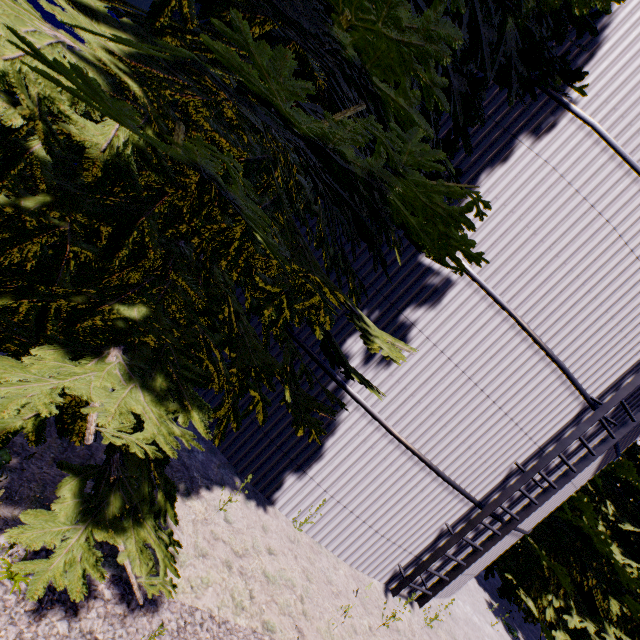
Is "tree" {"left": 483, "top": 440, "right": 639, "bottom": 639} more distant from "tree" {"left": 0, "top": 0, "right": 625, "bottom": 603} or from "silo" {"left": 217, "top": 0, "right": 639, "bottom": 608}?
"tree" {"left": 0, "top": 0, "right": 625, "bottom": 603}

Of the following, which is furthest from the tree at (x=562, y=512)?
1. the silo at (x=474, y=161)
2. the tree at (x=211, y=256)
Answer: the tree at (x=211, y=256)

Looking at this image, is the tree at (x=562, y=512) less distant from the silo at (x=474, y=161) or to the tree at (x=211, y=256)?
the silo at (x=474, y=161)

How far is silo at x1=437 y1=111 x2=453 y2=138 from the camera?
5.9 meters

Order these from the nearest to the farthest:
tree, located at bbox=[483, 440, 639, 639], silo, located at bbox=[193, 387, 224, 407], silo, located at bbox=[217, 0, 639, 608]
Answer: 1. silo, located at bbox=[217, 0, 639, 608]
2. silo, located at bbox=[193, 387, 224, 407]
3. tree, located at bbox=[483, 440, 639, 639]

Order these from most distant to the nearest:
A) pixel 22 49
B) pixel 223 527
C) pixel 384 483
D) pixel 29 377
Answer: pixel 384 483 < pixel 223 527 < pixel 29 377 < pixel 22 49

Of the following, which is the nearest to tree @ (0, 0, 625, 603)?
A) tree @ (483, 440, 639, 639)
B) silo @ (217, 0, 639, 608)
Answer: silo @ (217, 0, 639, 608)
